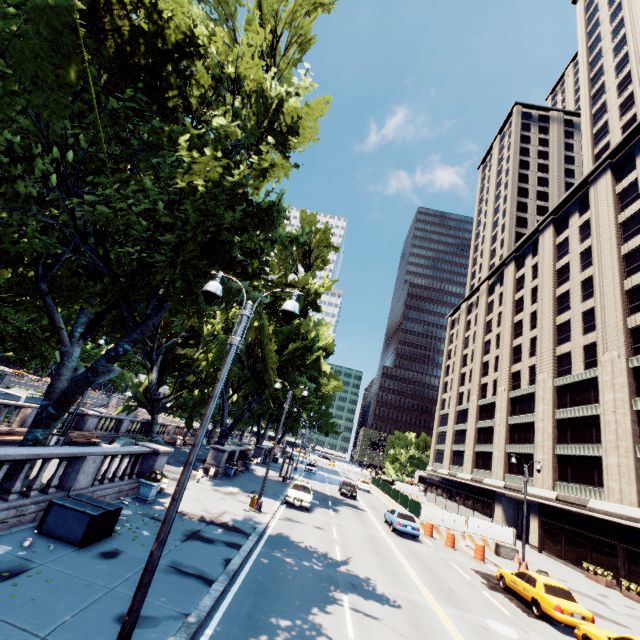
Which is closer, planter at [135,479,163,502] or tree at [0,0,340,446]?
tree at [0,0,340,446]

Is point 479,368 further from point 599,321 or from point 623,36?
point 623,36

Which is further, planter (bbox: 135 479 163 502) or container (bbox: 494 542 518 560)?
container (bbox: 494 542 518 560)

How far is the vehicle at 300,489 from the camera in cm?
2230

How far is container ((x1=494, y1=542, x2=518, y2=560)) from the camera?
25.2m

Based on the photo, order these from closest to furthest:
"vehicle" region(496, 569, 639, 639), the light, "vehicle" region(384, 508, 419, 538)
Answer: the light → "vehicle" region(496, 569, 639, 639) → "vehicle" region(384, 508, 419, 538)

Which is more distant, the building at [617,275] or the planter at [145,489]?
the building at [617,275]

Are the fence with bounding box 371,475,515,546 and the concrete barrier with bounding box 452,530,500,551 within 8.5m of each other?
yes
